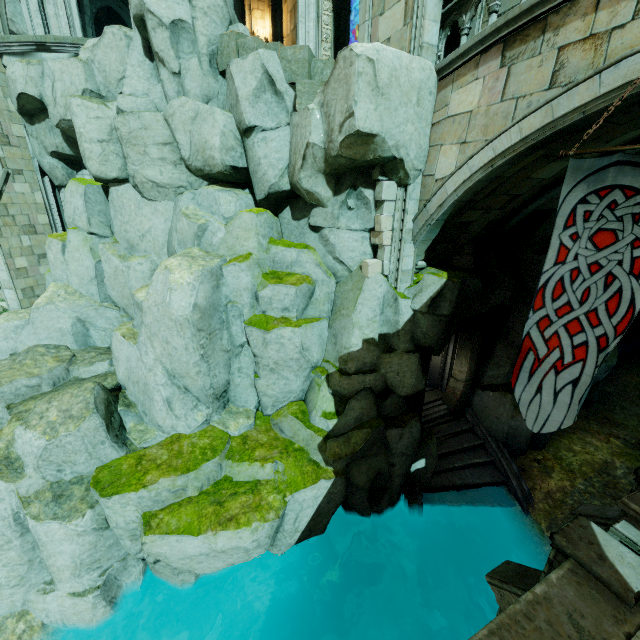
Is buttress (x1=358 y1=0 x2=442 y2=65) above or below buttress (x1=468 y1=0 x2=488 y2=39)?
below

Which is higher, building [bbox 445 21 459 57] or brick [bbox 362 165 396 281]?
building [bbox 445 21 459 57]

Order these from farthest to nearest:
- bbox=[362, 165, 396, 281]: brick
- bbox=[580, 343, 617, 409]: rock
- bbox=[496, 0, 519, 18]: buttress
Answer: bbox=[580, 343, 617, 409]: rock < bbox=[496, 0, 519, 18]: buttress < bbox=[362, 165, 396, 281]: brick

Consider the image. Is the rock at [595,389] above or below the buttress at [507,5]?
below

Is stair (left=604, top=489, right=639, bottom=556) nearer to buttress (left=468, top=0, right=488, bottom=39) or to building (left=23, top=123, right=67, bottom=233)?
buttress (left=468, top=0, right=488, bottom=39)

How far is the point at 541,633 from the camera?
3.9m

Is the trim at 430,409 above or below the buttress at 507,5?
below

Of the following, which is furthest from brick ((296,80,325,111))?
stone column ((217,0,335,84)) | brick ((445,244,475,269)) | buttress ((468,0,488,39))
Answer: brick ((445,244,475,269))
